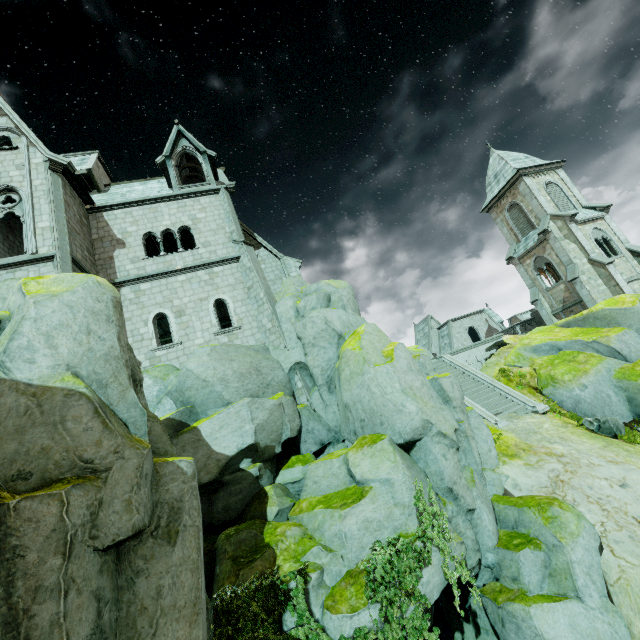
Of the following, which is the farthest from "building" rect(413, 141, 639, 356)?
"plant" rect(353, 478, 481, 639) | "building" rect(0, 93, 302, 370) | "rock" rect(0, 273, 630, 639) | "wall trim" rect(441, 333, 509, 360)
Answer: "plant" rect(353, 478, 481, 639)

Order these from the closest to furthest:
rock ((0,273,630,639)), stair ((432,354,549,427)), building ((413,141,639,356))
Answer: rock ((0,273,630,639)), stair ((432,354,549,427)), building ((413,141,639,356))

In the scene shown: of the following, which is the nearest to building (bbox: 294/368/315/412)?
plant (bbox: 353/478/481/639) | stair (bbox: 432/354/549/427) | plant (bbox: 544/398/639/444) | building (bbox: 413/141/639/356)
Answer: stair (bbox: 432/354/549/427)

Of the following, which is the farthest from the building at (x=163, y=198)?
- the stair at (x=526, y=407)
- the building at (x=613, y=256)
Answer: the building at (x=613, y=256)

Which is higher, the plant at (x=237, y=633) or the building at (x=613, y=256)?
the building at (x=613, y=256)

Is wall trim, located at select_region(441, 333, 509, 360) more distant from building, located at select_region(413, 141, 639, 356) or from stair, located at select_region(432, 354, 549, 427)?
building, located at select_region(413, 141, 639, 356)

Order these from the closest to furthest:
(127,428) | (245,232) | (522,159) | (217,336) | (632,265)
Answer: (127,428), (217,336), (245,232), (632,265), (522,159)

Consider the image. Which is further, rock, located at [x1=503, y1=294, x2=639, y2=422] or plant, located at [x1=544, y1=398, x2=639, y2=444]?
rock, located at [x1=503, y1=294, x2=639, y2=422]
